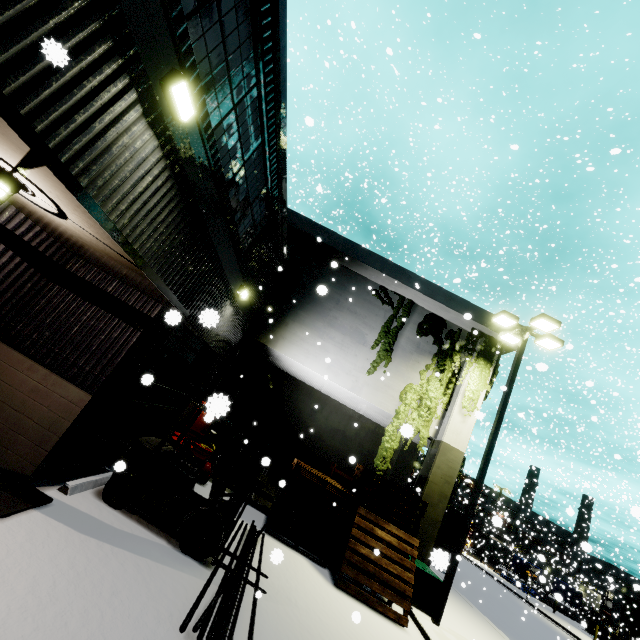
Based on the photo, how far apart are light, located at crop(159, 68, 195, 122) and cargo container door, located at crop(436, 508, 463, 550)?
23.9 meters

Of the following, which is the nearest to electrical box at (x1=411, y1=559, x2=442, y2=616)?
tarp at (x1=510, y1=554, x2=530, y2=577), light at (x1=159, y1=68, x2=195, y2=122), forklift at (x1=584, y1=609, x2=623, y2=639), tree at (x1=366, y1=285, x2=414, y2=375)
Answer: → tree at (x1=366, y1=285, x2=414, y2=375)

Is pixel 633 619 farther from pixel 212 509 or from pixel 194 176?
pixel 194 176

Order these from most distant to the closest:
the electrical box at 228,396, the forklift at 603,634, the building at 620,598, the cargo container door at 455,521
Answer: the building at 620,598
the forklift at 603,634
the cargo container door at 455,521
the electrical box at 228,396

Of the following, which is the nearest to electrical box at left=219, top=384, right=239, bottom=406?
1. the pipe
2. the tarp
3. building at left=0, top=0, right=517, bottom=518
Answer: building at left=0, top=0, right=517, bottom=518

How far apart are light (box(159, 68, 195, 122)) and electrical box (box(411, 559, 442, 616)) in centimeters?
1202cm

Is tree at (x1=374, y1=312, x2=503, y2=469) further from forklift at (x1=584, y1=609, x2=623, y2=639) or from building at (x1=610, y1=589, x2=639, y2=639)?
forklift at (x1=584, y1=609, x2=623, y2=639)

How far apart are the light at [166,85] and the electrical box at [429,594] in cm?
1202
